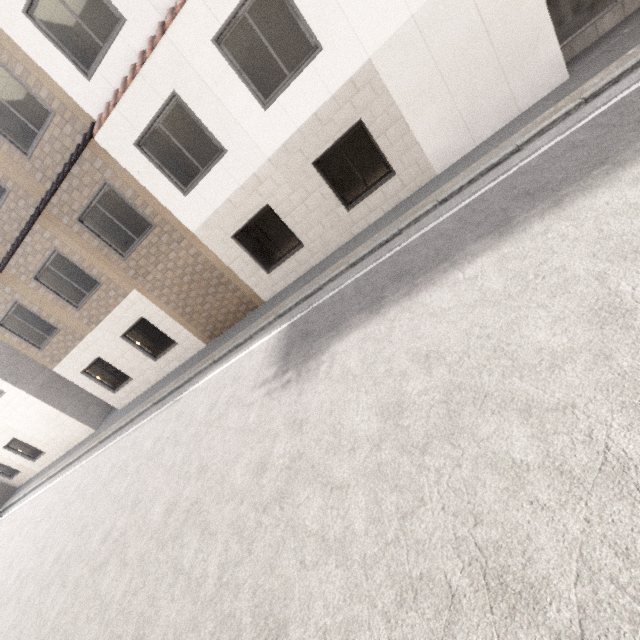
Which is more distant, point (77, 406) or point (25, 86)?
point (77, 406)
